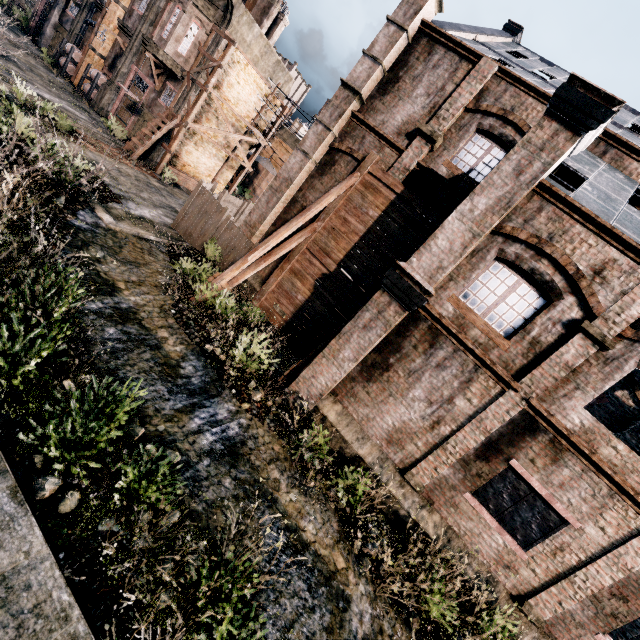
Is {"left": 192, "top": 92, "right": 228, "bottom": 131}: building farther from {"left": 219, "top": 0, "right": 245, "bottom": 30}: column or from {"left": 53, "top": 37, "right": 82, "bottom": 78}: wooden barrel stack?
{"left": 53, "top": 37, "right": 82, "bottom": 78}: wooden barrel stack

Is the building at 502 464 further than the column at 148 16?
No

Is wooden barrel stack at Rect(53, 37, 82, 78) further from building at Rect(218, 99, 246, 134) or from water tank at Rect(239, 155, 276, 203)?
water tank at Rect(239, 155, 276, 203)

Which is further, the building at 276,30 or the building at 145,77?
the building at 145,77

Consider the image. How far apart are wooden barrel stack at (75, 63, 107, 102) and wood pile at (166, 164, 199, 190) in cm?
878

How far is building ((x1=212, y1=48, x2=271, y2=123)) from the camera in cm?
2286

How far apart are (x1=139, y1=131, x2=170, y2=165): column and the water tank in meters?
18.7 m

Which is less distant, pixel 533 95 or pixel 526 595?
pixel 526 595
